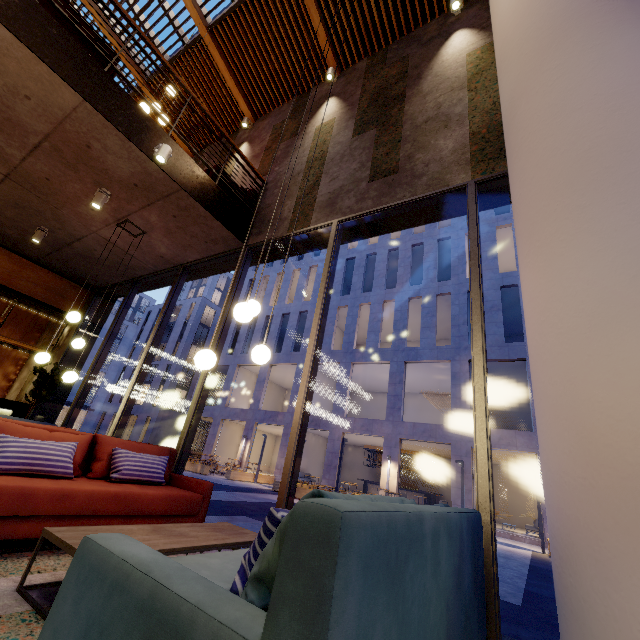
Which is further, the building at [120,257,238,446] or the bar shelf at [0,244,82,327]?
the building at [120,257,238,446]

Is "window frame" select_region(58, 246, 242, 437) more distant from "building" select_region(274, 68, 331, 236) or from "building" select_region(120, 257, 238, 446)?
"building" select_region(120, 257, 238, 446)

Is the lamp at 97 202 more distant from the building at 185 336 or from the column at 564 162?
the building at 185 336

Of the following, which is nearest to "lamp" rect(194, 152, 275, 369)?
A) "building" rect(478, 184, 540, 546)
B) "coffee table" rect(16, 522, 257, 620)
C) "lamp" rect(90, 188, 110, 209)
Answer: "coffee table" rect(16, 522, 257, 620)

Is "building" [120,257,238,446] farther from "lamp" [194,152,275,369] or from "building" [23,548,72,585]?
"lamp" [194,152,275,369]

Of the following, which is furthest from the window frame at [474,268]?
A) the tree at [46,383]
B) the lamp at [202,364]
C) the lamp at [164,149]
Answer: the lamp at [164,149]

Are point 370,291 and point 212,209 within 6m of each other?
no

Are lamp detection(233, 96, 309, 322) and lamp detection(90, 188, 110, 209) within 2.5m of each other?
no
